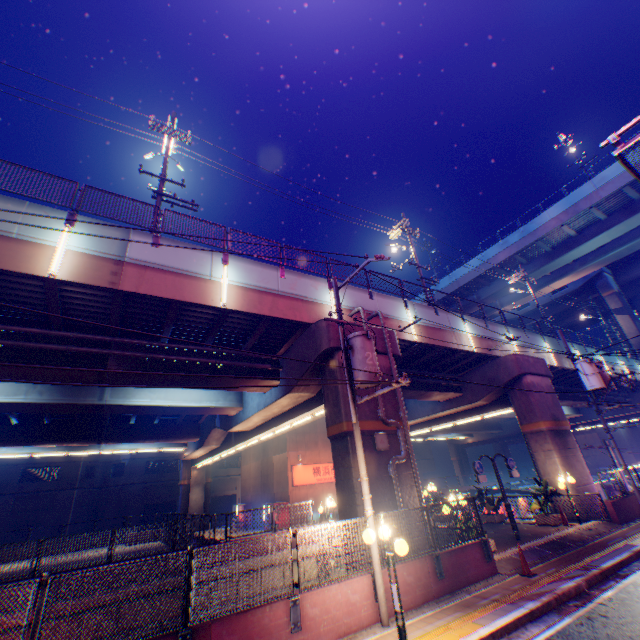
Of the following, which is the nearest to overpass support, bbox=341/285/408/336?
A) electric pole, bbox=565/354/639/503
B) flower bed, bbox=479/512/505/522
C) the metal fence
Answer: the metal fence

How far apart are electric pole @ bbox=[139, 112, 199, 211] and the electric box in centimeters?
1367cm

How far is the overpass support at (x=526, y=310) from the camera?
49.8 meters

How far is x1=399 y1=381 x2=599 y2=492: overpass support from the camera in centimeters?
1816cm

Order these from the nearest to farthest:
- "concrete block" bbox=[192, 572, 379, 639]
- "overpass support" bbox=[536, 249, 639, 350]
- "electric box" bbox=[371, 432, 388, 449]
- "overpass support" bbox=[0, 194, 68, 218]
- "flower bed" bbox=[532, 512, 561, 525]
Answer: "concrete block" bbox=[192, 572, 379, 639]
"overpass support" bbox=[0, 194, 68, 218]
"electric box" bbox=[371, 432, 388, 449]
"flower bed" bbox=[532, 512, 561, 525]
"overpass support" bbox=[536, 249, 639, 350]

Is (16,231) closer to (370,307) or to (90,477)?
(370,307)

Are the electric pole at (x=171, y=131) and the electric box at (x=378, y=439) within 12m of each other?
no

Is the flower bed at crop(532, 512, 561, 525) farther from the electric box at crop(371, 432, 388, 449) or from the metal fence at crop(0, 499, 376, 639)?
the electric box at crop(371, 432, 388, 449)
